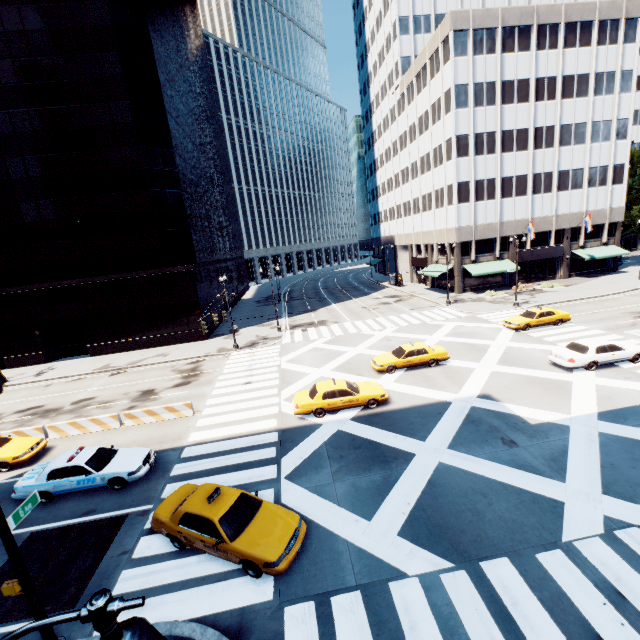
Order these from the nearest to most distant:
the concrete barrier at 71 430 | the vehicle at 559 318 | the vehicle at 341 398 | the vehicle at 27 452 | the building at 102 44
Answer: the vehicle at 27 452
the vehicle at 341 398
the concrete barrier at 71 430
the vehicle at 559 318
the building at 102 44

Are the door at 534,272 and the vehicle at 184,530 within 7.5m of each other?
no

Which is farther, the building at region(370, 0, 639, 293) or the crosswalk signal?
the building at region(370, 0, 639, 293)

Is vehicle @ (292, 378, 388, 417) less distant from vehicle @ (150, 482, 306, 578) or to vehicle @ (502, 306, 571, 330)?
vehicle @ (150, 482, 306, 578)

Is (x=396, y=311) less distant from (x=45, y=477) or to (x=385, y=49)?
(x=45, y=477)

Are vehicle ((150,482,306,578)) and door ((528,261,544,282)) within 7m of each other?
no

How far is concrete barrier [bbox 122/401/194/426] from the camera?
19.1m

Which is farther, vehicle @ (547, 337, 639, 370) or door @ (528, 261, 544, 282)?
door @ (528, 261, 544, 282)
